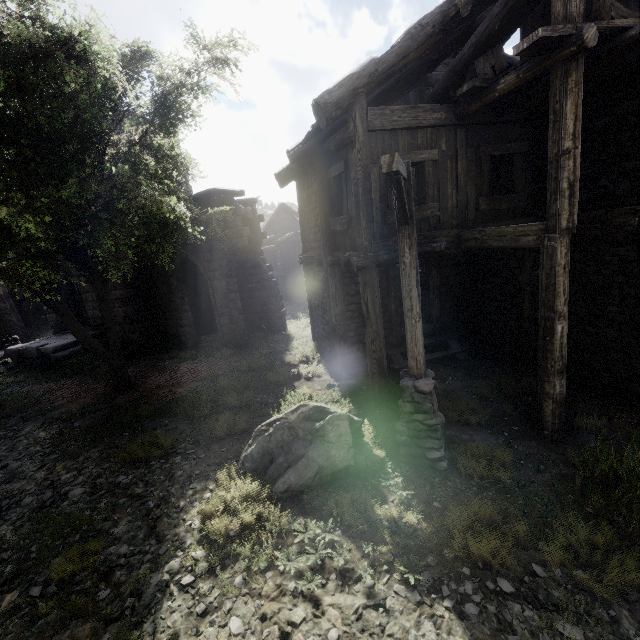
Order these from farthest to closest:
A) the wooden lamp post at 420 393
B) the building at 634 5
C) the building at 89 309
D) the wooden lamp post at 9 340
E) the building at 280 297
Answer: the wooden lamp post at 9 340, the building at 89 309, the building at 634 5, the building at 280 297, the wooden lamp post at 420 393

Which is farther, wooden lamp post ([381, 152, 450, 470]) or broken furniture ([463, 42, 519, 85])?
broken furniture ([463, 42, 519, 85])

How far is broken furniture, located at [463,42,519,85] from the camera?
5.9 meters

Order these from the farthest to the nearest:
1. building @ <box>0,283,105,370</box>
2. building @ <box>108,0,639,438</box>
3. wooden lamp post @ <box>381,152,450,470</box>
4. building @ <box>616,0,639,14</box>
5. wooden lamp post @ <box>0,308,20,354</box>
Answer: wooden lamp post @ <box>0,308,20,354</box> < building @ <box>0,283,105,370</box> < building @ <box>616,0,639,14</box> < building @ <box>108,0,639,438</box> < wooden lamp post @ <box>381,152,450,470</box>

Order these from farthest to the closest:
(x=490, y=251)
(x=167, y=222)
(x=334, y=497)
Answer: (x=167, y=222), (x=490, y=251), (x=334, y=497)

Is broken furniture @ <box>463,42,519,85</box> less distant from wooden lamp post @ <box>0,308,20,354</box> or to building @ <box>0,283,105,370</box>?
building @ <box>0,283,105,370</box>

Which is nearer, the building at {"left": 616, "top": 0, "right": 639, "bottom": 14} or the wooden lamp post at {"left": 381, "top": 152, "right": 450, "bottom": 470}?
the wooden lamp post at {"left": 381, "top": 152, "right": 450, "bottom": 470}

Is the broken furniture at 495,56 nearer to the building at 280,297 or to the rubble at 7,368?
the building at 280,297
